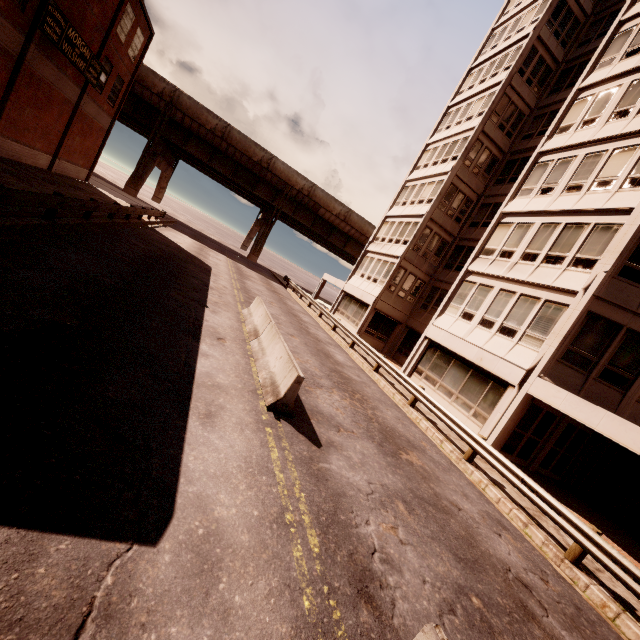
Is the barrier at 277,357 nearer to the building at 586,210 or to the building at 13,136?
the building at 586,210

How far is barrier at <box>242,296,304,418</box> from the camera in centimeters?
700cm

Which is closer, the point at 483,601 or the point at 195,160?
the point at 483,601

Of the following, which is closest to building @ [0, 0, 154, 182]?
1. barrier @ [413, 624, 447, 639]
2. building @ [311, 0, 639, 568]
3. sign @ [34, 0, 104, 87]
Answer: sign @ [34, 0, 104, 87]

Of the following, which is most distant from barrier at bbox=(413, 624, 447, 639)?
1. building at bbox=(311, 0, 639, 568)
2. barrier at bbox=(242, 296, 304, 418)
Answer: building at bbox=(311, 0, 639, 568)

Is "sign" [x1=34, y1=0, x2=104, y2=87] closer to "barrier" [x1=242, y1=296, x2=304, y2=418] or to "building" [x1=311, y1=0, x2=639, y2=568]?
"barrier" [x1=242, y1=296, x2=304, y2=418]

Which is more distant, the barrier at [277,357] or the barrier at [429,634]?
the barrier at [277,357]

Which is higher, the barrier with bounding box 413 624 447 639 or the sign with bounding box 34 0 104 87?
the sign with bounding box 34 0 104 87
